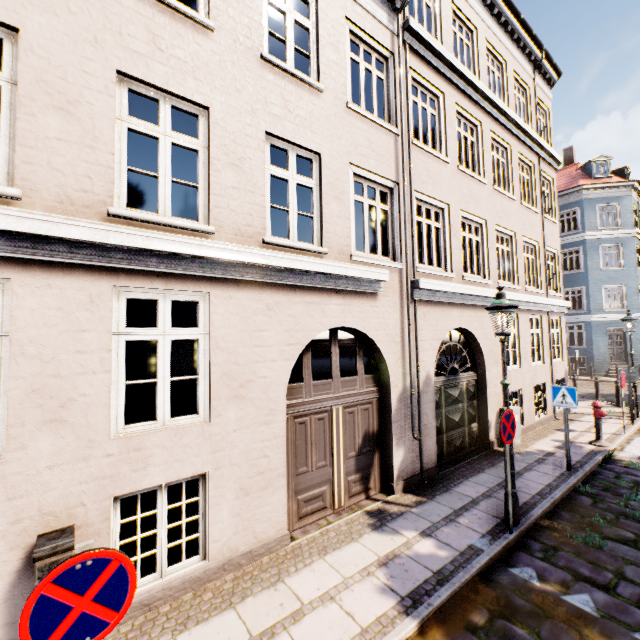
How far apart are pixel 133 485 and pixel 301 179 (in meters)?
5.12

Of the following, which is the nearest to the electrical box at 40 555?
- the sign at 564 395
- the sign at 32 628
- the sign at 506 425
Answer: the sign at 32 628

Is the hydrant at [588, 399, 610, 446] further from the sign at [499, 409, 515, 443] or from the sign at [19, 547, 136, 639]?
the sign at [19, 547, 136, 639]

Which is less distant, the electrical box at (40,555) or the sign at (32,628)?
the sign at (32,628)

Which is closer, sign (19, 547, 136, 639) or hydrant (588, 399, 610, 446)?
sign (19, 547, 136, 639)

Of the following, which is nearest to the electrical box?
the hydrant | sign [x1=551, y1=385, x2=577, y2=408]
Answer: sign [x1=551, y1=385, x2=577, y2=408]

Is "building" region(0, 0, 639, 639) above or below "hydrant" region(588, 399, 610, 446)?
below

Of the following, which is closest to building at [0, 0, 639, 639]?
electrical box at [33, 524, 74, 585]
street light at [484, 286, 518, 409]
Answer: street light at [484, 286, 518, 409]
